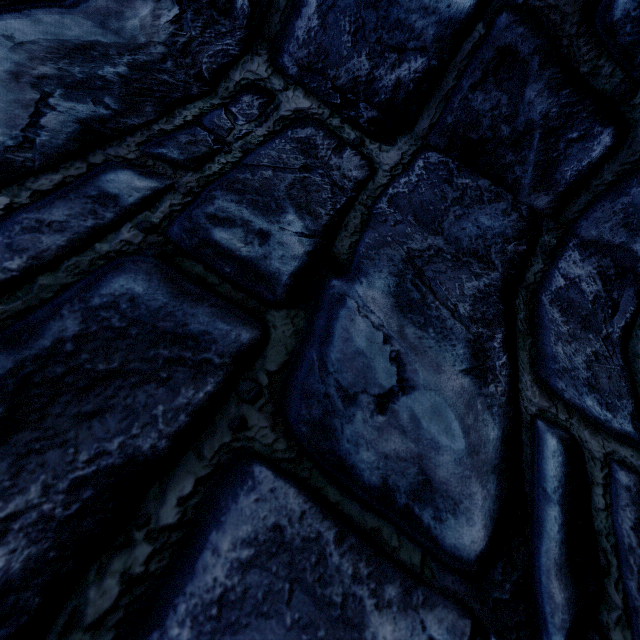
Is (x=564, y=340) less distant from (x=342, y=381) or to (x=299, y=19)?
(x=342, y=381)
